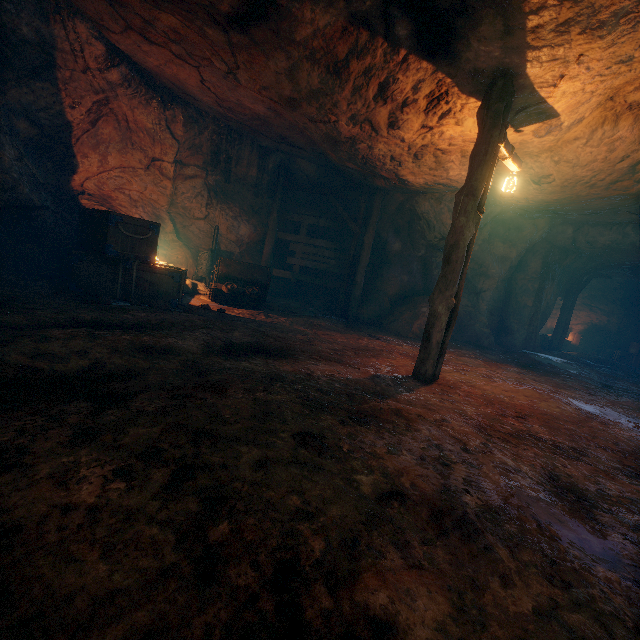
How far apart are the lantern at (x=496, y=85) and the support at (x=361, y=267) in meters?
4.7

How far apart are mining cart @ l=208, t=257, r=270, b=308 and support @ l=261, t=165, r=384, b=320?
1.6 meters

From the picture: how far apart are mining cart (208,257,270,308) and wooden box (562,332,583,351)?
18.60m

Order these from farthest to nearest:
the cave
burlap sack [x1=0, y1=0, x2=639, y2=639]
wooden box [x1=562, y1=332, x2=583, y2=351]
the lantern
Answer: wooden box [x1=562, y1=332, x2=583, y2=351] < the cave < the lantern < burlap sack [x1=0, y1=0, x2=639, y2=639]

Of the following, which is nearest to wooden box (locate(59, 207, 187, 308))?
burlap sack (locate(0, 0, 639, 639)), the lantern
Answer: burlap sack (locate(0, 0, 639, 639))

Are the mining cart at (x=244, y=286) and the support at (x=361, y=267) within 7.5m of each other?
yes

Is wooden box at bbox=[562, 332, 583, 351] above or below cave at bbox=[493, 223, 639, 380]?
below

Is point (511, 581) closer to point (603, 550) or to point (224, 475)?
point (603, 550)
